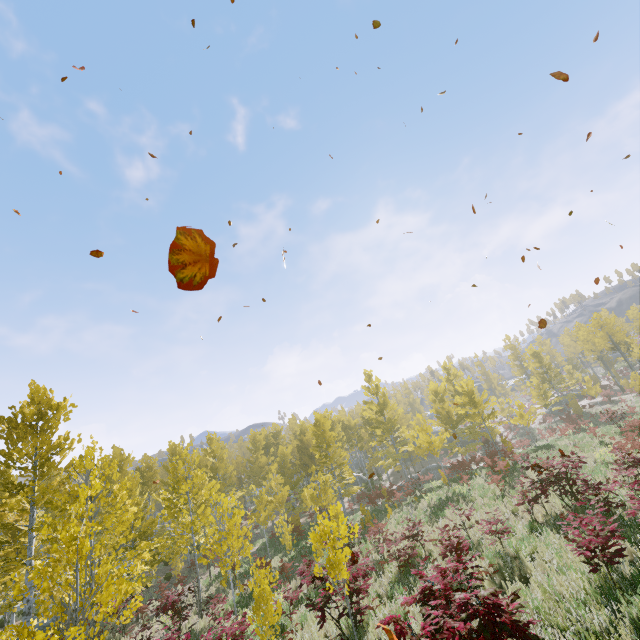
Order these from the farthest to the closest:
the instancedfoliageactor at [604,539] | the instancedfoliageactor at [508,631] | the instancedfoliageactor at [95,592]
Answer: the instancedfoliageactor at [95,592] → the instancedfoliageactor at [604,539] → the instancedfoliageactor at [508,631]

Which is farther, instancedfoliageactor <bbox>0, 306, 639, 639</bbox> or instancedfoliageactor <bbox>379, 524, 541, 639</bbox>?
Result: instancedfoliageactor <bbox>0, 306, 639, 639</bbox>

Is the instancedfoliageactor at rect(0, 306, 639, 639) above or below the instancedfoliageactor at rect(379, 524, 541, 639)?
above

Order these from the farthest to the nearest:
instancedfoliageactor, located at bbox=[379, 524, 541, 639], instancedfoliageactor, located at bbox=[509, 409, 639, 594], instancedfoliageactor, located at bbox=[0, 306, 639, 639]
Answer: instancedfoliageactor, located at bbox=[0, 306, 639, 639] → instancedfoliageactor, located at bbox=[509, 409, 639, 594] → instancedfoliageactor, located at bbox=[379, 524, 541, 639]

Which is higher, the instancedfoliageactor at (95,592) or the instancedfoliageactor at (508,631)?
the instancedfoliageactor at (95,592)

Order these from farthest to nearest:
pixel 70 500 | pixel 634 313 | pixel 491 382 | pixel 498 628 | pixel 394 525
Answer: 1. pixel 491 382
2. pixel 634 313
3. pixel 70 500
4. pixel 394 525
5. pixel 498 628
